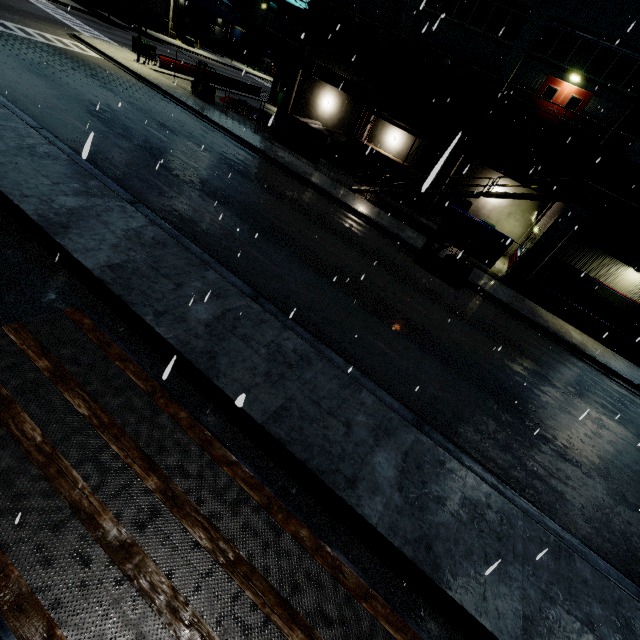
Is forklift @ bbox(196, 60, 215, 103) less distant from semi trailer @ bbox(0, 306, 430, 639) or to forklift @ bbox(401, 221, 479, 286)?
semi trailer @ bbox(0, 306, 430, 639)

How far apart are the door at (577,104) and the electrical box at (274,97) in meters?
26.6

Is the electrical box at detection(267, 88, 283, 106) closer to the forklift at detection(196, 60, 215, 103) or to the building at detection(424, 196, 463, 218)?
the building at detection(424, 196, 463, 218)

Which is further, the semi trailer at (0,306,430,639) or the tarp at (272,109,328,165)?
the tarp at (272,109,328,165)

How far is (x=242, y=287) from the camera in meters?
8.4

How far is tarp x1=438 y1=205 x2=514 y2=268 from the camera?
17.88m

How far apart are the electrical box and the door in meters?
26.6 m

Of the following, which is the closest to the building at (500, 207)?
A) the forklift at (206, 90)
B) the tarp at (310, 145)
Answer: the tarp at (310, 145)
